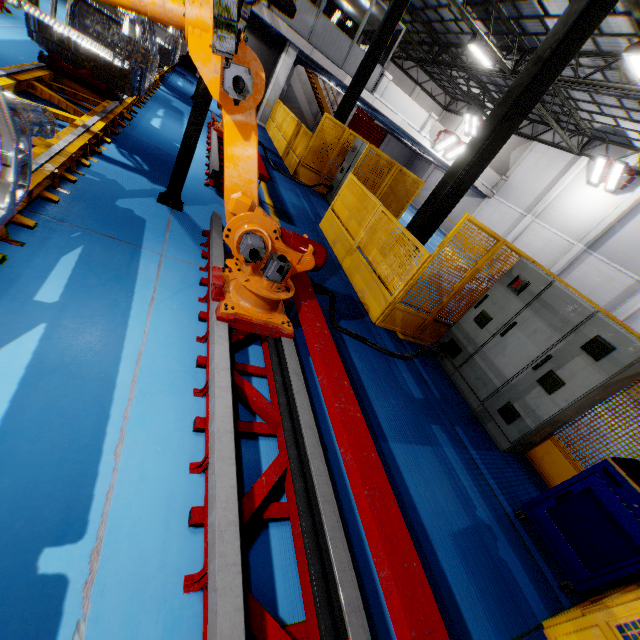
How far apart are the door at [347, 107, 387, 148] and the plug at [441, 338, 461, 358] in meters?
29.2

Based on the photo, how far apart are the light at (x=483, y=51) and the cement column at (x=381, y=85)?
3.8m

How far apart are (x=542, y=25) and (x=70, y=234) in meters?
18.4 m

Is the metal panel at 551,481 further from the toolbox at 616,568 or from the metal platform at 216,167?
the metal platform at 216,167

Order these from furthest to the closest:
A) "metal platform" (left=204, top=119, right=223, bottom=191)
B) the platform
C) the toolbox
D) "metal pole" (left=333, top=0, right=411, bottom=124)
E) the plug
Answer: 1. "metal pole" (left=333, top=0, right=411, bottom=124)
2. "metal platform" (left=204, top=119, right=223, bottom=191)
3. the plug
4. the platform
5. the toolbox

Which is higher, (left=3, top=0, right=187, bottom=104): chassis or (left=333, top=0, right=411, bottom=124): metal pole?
(left=333, top=0, right=411, bottom=124): metal pole

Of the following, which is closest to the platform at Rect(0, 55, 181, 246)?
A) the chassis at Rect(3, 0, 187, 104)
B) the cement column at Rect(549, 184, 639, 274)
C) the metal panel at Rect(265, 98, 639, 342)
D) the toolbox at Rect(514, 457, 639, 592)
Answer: the chassis at Rect(3, 0, 187, 104)

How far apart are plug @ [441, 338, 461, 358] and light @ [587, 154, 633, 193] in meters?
18.4
